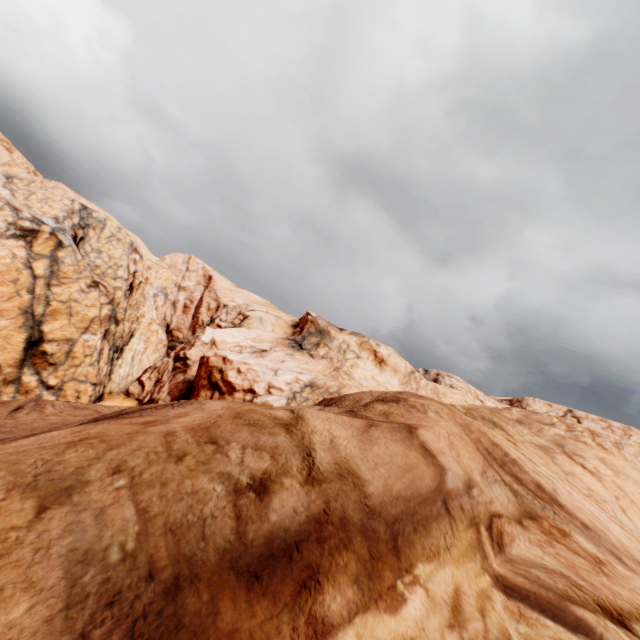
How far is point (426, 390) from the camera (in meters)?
38.09
